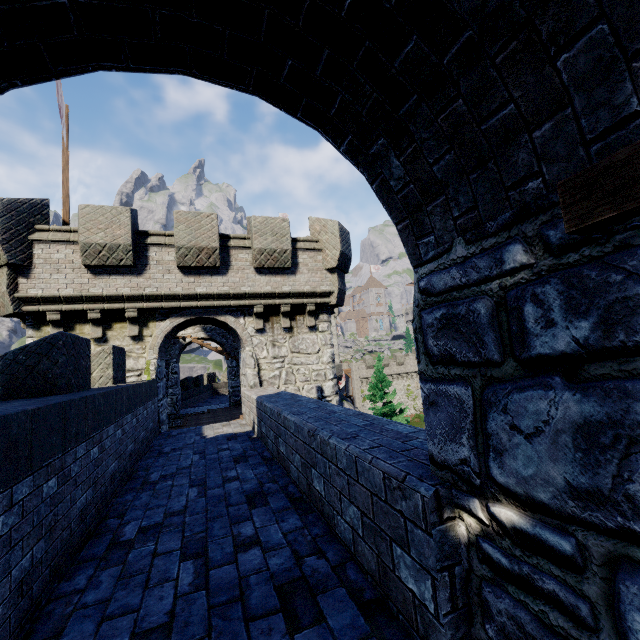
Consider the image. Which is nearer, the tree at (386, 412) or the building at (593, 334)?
the building at (593, 334)

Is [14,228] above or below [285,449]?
above

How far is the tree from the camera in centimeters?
3183cm

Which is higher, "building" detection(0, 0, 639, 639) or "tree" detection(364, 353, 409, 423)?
"building" detection(0, 0, 639, 639)

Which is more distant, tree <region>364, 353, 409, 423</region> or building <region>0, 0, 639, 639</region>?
tree <region>364, 353, 409, 423</region>

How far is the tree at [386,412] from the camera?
31.8 meters
